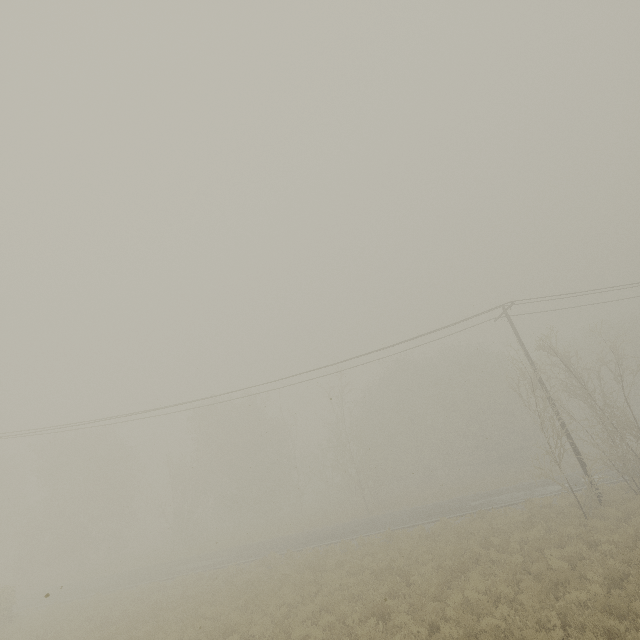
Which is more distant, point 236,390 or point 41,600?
point 41,600
